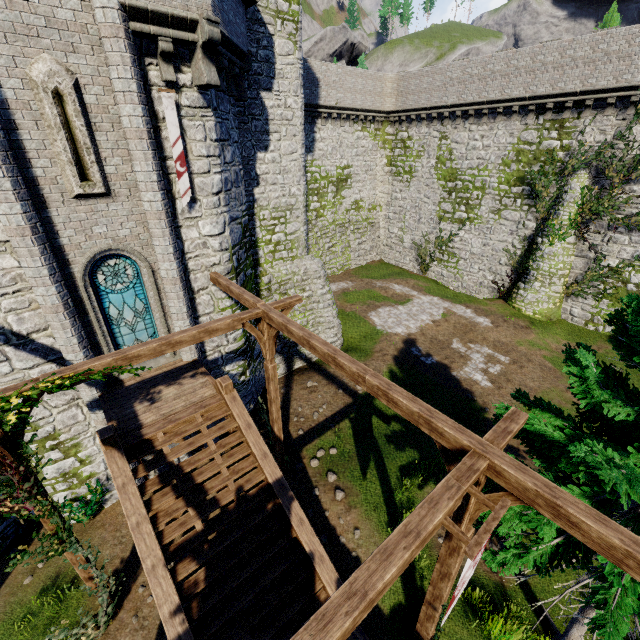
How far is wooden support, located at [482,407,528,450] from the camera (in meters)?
4.71

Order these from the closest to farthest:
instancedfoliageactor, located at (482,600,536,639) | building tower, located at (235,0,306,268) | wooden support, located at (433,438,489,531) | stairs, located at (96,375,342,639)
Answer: wooden support, located at (433,438,489,531) < stairs, located at (96,375,342,639) < instancedfoliageactor, located at (482,600,536,639) < building tower, located at (235,0,306,268)

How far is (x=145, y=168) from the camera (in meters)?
8.27

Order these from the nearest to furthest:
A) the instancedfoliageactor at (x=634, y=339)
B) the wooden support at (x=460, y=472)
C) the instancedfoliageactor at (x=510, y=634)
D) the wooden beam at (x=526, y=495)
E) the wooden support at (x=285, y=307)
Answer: the wooden beam at (x=526, y=495), the wooden support at (x=460, y=472), the instancedfoliageactor at (x=634, y=339), the instancedfoliageactor at (x=510, y=634), the wooden support at (x=285, y=307)

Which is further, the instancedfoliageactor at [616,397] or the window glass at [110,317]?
the window glass at [110,317]

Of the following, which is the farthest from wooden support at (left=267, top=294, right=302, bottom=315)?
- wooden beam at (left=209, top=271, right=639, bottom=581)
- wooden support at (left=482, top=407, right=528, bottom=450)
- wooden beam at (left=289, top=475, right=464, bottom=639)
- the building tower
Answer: the building tower

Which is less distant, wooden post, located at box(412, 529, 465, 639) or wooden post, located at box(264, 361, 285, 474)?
wooden post, located at box(412, 529, 465, 639)

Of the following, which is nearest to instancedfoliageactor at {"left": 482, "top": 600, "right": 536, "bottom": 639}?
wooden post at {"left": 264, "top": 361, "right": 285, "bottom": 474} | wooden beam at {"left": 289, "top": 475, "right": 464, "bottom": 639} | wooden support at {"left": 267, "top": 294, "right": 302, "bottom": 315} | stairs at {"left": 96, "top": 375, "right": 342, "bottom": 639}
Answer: wooden beam at {"left": 289, "top": 475, "right": 464, "bottom": 639}
